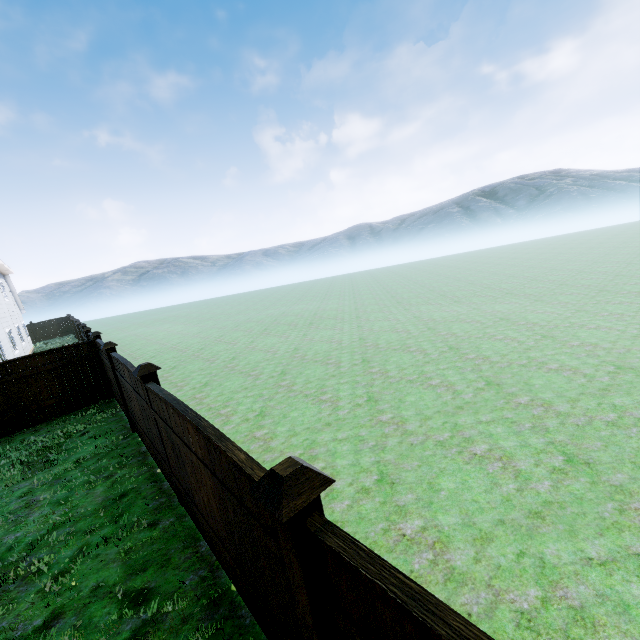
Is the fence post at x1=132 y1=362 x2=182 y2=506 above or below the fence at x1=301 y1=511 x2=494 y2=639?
above

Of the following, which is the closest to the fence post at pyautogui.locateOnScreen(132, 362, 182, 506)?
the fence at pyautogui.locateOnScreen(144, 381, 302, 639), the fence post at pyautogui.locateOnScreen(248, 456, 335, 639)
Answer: the fence at pyautogui.locateOnScreen(144, 381, 302, 639)

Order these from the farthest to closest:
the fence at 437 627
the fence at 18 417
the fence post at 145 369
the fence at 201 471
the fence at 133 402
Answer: the fence at 18 417 → the fence at 133 402 → the fence post at 145 369 → the fence at 201 471 → the fence at 437 627

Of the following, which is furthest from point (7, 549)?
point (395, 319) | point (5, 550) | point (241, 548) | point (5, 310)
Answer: point (5, 310)

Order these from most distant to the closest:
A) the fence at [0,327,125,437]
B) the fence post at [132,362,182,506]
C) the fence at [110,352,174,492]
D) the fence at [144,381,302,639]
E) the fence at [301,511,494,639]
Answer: the fence at [0,327,125,437]
the fence at [110,352,174,492]
the fence post at [132,362,182,506]
the fence at [144,381,302,639]
the fence at [301,511,494,639]

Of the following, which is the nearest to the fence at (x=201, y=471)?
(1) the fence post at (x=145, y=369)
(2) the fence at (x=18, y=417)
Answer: (1) the fence post at (x=145, y=369)

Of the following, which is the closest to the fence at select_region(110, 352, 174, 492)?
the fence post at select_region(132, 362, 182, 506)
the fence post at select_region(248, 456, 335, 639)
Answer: the fence post at select_region(132, 362, 182, 506)

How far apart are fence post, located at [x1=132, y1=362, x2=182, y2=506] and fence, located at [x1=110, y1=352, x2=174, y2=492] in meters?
0.0 m
